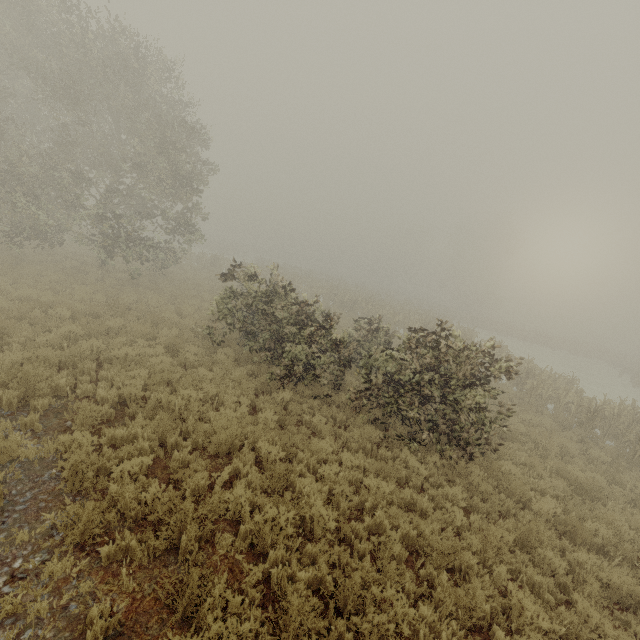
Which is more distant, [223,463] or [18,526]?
[223,463]
